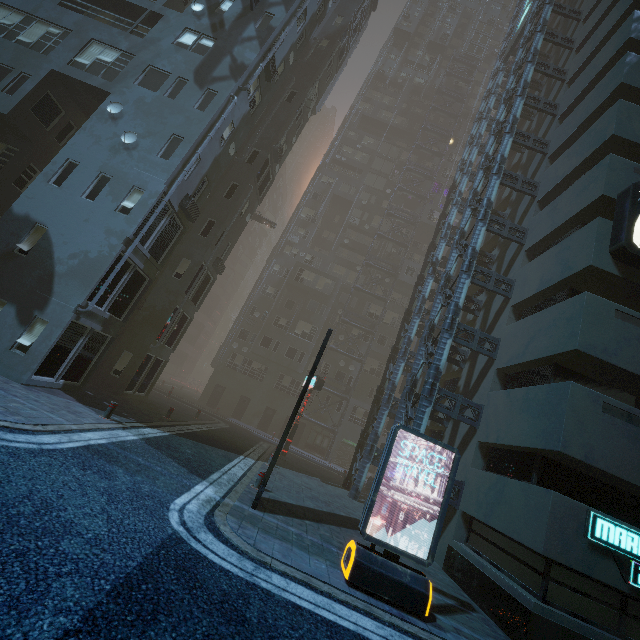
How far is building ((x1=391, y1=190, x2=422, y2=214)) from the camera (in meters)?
43.44

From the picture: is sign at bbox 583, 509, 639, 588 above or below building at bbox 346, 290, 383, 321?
below

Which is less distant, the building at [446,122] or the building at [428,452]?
the building at [428,452]

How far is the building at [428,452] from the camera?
13.9m

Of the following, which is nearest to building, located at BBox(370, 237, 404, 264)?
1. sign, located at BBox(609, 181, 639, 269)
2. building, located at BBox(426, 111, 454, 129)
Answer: sign, located at BBox(609, 181, 639, 269)

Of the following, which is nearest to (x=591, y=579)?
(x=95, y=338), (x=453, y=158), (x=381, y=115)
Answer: (x=95, y=338)

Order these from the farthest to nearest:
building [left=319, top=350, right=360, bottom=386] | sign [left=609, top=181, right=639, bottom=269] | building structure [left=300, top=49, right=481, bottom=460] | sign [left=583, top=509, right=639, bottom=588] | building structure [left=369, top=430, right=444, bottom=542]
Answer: building [left=319, top=350, right=360, bottom=386] < building structure [left=300, top=49, right=481, bottom=460] < building structure [left=369, top=430, right=444, bottom=542] < sign [left=609, top=181, right=639, bottom=269] < sign [left=583, top=509, right=639, bottom=588]
